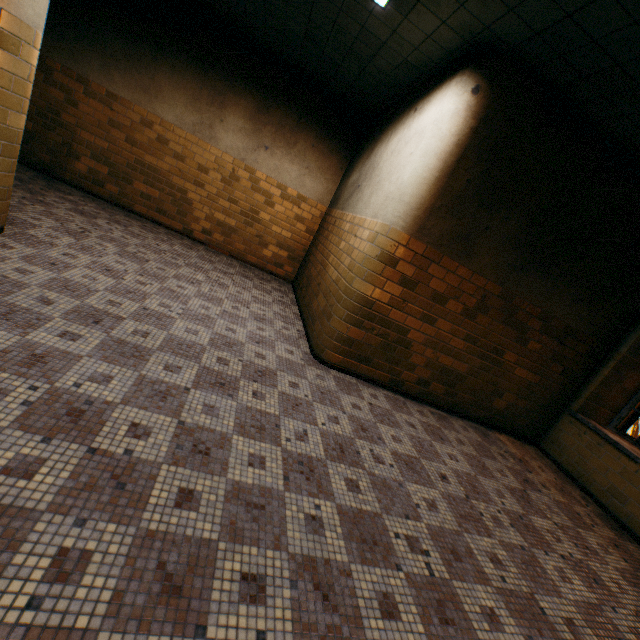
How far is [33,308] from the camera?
2.6 meters
